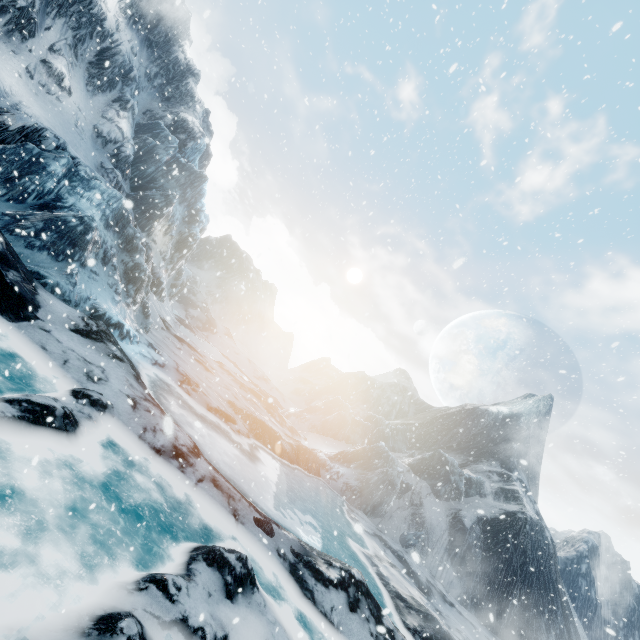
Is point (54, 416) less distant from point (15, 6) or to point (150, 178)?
point (15, 6)
